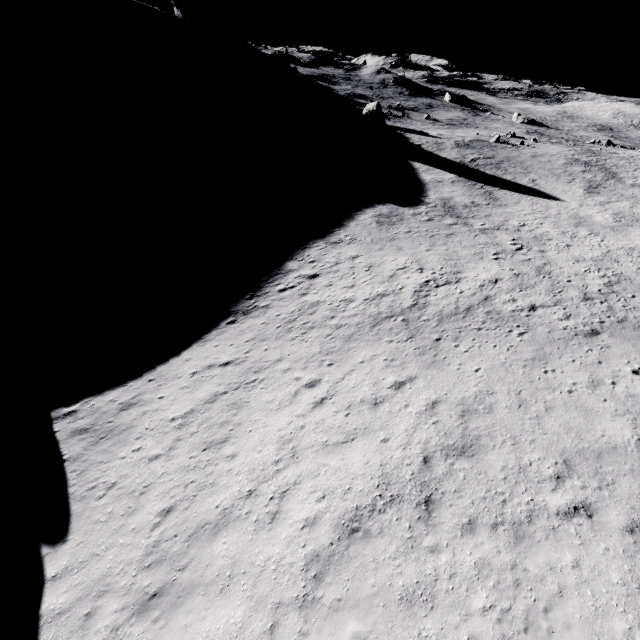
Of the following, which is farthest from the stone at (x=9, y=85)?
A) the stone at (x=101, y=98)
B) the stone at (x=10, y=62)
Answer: the stone at (x=101, y=98)

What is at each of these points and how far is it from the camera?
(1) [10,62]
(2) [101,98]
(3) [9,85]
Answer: (1) stone, 41.8m
(2) stone, 44.2m
(3) stone, 39.6m

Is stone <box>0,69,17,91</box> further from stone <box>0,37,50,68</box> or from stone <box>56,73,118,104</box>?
stone <box>56,73,118,104</box>

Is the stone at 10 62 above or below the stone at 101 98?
above

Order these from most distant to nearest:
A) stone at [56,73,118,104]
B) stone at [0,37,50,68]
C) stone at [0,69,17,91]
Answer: stone at [56,73,118,104] < stone at [0,37,50,68] < stone at [0,69,17,91]

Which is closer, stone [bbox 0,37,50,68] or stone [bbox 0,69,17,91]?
stone [bbox 0,69,17,91]

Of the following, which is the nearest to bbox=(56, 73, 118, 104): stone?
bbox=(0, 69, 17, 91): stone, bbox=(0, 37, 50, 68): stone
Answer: bbox=(0, 37, 50, 68): stone
